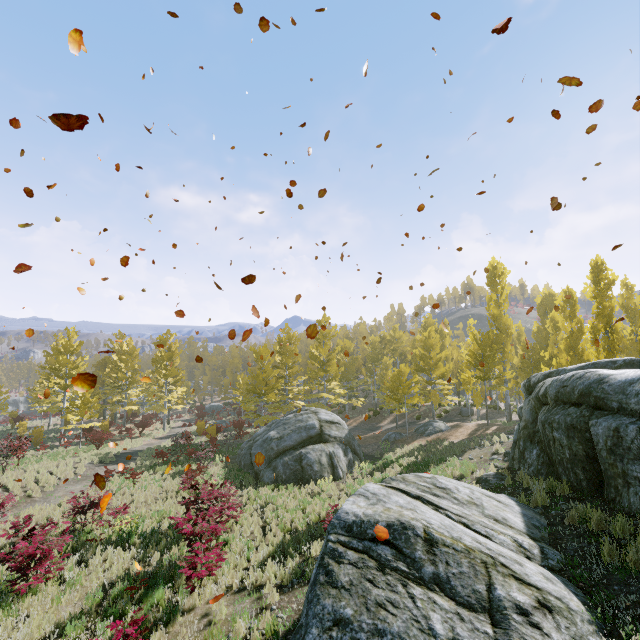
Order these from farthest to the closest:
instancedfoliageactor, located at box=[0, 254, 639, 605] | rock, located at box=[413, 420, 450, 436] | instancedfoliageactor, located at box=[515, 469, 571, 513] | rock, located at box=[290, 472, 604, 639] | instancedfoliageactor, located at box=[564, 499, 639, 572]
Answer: rock, located at box=[413, 420, 450, 436] < instancedfoliageactor, located at box=[0, 254, 639, 605] < instancedfoliageactor, located at box=[515, 469, 571, 513] < instancedfoliageactor, located at box=[564, 499, 639, 572] < rock, located at box=[290, 472, 604, 639]

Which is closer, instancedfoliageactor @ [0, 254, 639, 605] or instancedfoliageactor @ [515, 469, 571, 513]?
instancedfoliageactor @ [515, 469, 571, 513]

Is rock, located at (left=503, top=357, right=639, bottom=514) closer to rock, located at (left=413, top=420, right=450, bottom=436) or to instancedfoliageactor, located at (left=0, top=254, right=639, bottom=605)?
instancedfoliageactor, located at (left=0, top=254, right=639, bottom=605)

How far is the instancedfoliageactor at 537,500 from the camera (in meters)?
8.01

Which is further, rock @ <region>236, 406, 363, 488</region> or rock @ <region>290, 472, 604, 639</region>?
rock @ <region>236, 406, 363, 488</region>

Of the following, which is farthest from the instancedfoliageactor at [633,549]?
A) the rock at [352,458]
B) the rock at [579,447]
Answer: the rock at [352,458]

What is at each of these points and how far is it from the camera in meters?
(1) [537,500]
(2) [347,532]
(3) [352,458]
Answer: (1) instancedfoliageactor, 8.0
(2) rock, 5.4
(3) rock, 19.5

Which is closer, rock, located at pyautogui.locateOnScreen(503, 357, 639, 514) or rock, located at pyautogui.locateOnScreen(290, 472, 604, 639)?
rock, located at pyautogui.locateOnScreen(290, 472, 604, 639)
